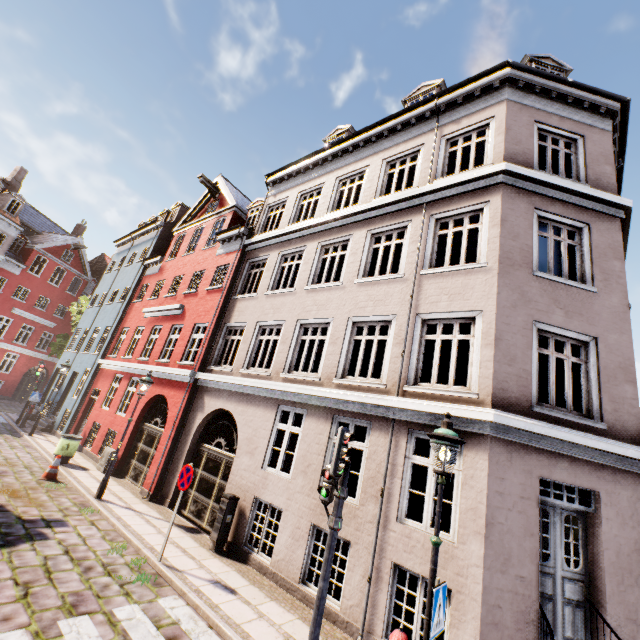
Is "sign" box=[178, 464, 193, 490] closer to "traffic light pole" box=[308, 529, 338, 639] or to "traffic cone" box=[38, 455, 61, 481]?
"traffic light pole" box=[308, 529, 338, 639]

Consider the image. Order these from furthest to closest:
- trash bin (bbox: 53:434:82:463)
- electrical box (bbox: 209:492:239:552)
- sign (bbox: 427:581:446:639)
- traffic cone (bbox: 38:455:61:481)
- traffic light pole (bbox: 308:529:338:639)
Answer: trash bin (bbox: 53:434:82:463) → traffic cone (bbox: 38:455:61:481) → electrical box (bbox: 209:492:239:552) → traffic light pole (bbox: 308:529:338:639) → sign (bbox: 427:581:446:639)

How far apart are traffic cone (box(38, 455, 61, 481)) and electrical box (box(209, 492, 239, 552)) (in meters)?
6.40

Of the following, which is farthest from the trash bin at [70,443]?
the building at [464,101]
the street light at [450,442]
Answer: the street light at [450,442]

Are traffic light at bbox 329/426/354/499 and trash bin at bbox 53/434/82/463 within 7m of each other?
no

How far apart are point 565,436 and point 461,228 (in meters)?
5.16

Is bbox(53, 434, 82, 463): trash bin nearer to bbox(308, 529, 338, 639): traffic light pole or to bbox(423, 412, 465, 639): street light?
bbox(308, 529, 338, 639): traffic light pole

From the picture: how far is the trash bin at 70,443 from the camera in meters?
12.5
